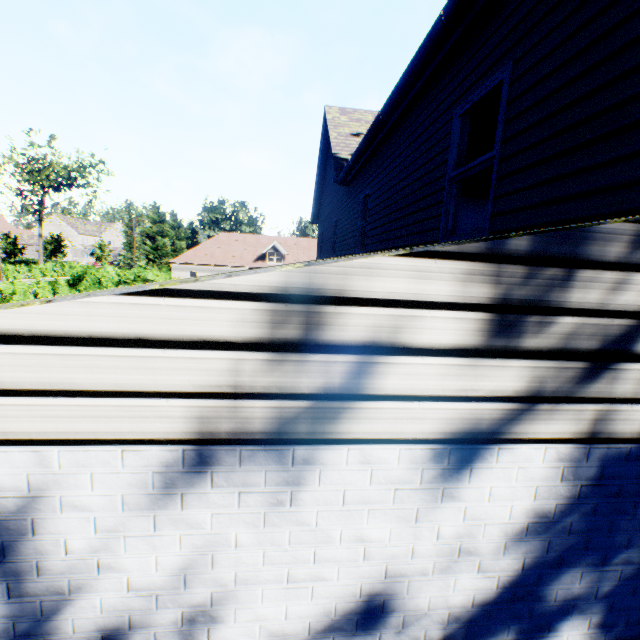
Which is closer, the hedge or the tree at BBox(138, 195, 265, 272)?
the hedge

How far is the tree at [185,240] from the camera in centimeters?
4009cm

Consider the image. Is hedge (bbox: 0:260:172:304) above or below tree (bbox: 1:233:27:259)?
below

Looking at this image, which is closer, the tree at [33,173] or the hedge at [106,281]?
the hedge at [106,281]

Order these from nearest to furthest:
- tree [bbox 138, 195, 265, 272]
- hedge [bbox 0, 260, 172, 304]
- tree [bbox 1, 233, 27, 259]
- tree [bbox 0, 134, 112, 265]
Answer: hedge [bbox 0, 260, 172, 304] < tree [bbox 138, 195, 265, 272] < tree [bbox 0, 134, 112, 265] < tree [bbox 1, 233, 27, 259]

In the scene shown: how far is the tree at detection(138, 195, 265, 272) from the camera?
40.1m

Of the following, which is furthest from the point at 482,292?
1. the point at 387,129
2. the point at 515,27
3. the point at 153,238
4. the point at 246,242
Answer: the point at 153,238

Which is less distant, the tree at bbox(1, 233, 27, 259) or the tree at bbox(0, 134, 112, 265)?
the tree at bbox(0, 134, 112, 265)
